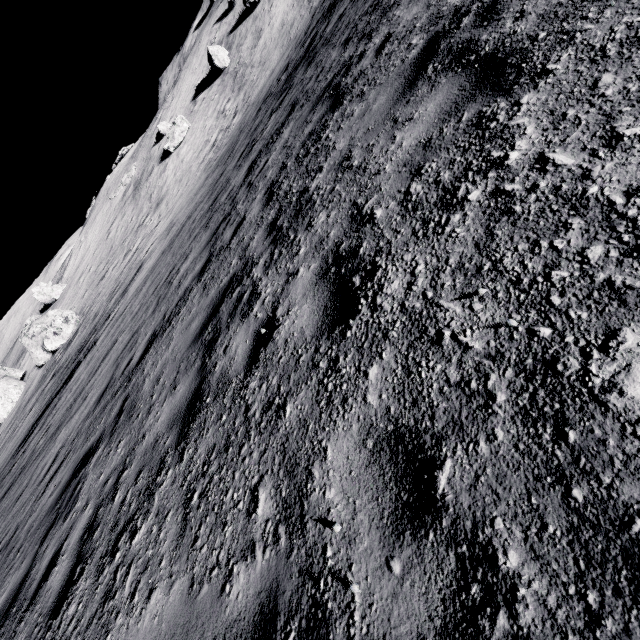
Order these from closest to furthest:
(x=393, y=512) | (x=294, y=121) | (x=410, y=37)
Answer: (x=393, y=512)
(x=410, y=37)
(x=294, y=121)

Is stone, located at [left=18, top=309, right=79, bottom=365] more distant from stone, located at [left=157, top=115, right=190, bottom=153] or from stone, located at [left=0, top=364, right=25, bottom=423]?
stone, located at [left=157, top=115, right=190, bottom=153]

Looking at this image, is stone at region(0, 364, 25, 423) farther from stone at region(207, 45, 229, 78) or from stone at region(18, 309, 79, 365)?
stone at region(207, 45, 229, 78)

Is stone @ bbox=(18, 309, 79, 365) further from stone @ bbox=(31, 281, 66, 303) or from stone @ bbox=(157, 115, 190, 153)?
stone @ bbox=(157, 115, 190, 153)

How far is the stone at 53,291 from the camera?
36.5m

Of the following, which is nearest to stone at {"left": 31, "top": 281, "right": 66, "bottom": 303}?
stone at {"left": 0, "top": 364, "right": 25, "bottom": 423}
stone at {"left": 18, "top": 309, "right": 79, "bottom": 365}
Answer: stone at {"left": 0, "top": 364, "right": 25, "bottom": 423}

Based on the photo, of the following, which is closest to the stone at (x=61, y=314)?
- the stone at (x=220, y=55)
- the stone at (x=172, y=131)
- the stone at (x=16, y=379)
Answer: the stone at (x=16, y=379)

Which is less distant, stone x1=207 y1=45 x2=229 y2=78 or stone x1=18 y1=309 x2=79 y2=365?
stone x1=18 y1=309 x2=79 y2=365
